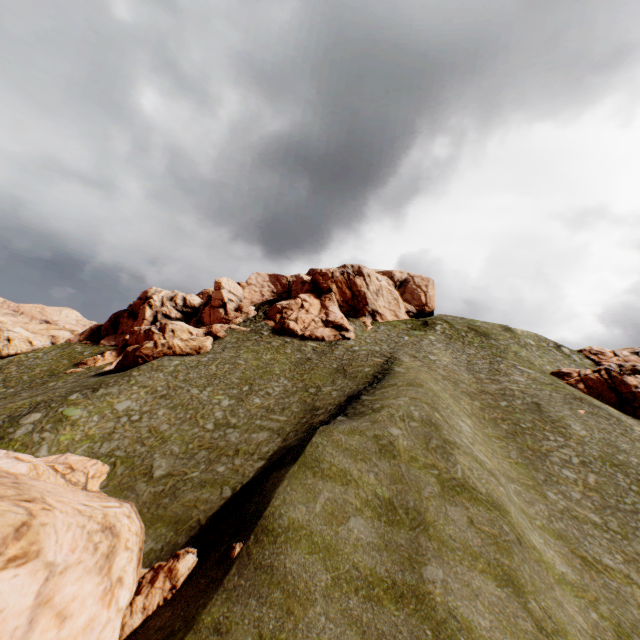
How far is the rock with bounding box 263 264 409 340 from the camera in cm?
4919

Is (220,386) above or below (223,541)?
above

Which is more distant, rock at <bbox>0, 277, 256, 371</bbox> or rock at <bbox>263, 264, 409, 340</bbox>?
rock at <bbox>263, 264, 409, 340</bbox>

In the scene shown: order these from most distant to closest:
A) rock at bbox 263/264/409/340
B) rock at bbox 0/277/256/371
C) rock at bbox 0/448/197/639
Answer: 1. rock at bbox 263/264/409/340
2. rock at bbox 0/277/256/371
3. rock at bbox 0/448/197/639

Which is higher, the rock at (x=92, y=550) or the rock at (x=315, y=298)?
the rock at (x=315, y=298)

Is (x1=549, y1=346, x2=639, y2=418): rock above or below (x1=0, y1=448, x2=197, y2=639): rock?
above

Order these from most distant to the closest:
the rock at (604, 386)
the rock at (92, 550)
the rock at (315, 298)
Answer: the rock at (315, 298)
the rock at (604, 386)
the rock at (92, 550)

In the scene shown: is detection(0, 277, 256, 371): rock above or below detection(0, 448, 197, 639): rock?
above
